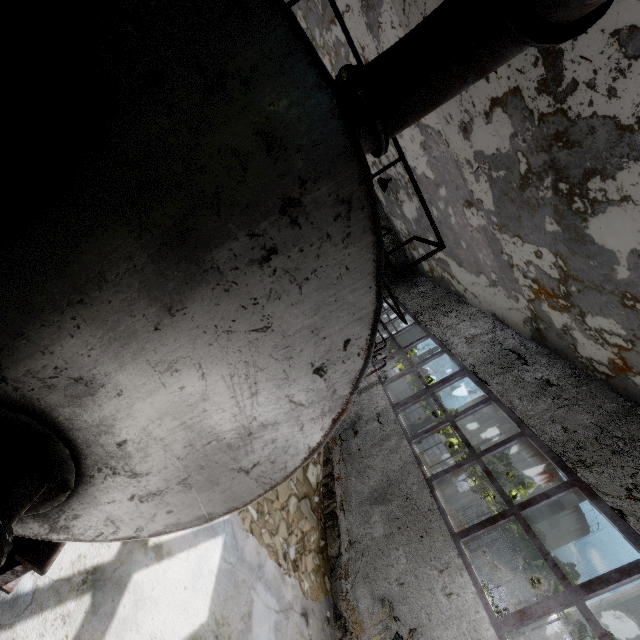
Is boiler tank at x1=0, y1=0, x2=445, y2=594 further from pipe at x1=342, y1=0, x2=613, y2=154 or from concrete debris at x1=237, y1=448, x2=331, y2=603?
pipe at x1=342, y1=0, x2=613, y2=154

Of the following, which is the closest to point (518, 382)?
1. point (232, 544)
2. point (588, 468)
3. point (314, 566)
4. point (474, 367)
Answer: point (474, 367)

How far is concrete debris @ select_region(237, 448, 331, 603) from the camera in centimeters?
539cm

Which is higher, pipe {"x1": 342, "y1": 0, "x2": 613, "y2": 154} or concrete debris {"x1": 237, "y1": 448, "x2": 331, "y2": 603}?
pipe {"x1": 342, "y1": 0, "x2": 613, "y2": 154}

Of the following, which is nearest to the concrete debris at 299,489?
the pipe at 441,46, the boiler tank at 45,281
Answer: the boiler tank at 45,281

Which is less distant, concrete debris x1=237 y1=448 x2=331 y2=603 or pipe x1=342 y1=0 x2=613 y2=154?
pipe x1=342 y1=0 x2=613 y2=154

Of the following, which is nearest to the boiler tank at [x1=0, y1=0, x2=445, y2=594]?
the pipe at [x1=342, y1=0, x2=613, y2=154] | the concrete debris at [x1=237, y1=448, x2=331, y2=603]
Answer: the concrete debris at [x1=237, y1=448, x2=331, y2=603]

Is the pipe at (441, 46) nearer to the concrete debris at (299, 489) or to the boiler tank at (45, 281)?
the boiler tank at (45, 281)
